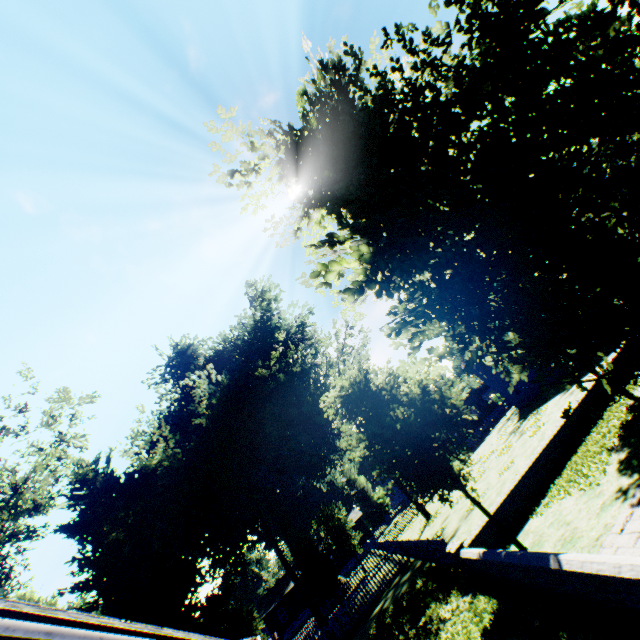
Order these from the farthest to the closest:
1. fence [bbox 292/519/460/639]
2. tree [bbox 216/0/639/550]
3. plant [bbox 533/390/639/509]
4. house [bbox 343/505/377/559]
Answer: house [bbox 343/505/377/559] < fence [bbox 292/519/460/639] < plant [bbox 533/390/639/509] < tree [bbox 216/0/639/550]

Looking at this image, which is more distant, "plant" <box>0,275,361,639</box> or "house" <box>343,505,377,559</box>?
"house" <box>343,505,377,559</box>

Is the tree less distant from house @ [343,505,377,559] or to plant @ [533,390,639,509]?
plant @ [533,390,639,509]

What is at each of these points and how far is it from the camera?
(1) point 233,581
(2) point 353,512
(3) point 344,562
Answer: (1) plant, 36.94m
(2) house, 56.41m
(3) house, 51.16m

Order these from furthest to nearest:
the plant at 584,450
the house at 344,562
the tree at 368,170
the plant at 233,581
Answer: the house at 344,562
the plant at 233,581
the plant at 584,450
the tree at 368,170

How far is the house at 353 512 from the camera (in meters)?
52.31

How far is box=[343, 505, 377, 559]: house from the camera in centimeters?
5231cm
